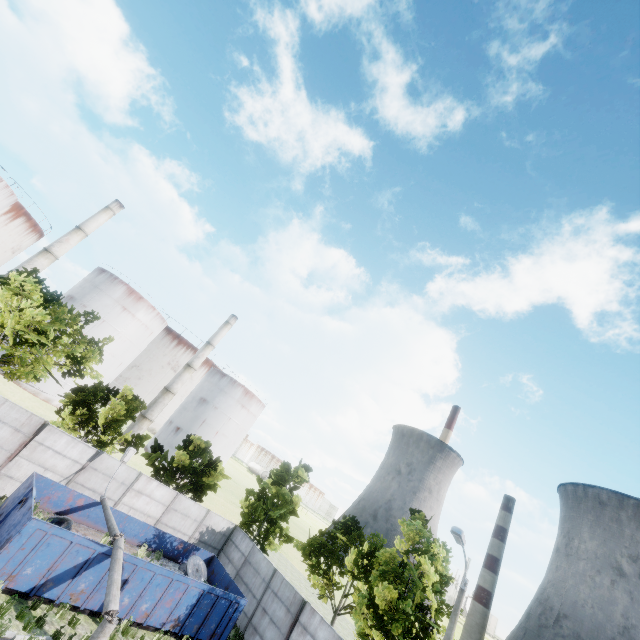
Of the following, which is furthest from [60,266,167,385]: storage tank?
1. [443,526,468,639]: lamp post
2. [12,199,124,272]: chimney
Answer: [443,526,468,639]: lamp post

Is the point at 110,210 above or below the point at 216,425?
above

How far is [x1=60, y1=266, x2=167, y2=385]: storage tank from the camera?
43.31m

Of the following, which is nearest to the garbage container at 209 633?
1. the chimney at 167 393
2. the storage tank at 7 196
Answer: the chimney at 167 393

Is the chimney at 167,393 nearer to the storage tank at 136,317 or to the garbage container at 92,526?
the storage tank at 136,317

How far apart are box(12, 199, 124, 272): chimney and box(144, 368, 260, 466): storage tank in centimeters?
2855cm

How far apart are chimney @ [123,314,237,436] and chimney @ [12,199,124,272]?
21.63m

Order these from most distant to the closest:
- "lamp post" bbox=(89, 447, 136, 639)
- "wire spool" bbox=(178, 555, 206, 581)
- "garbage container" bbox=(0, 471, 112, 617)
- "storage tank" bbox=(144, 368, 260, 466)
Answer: "storage tank" bbox=(144, 368, 260, 466) → "wire spool" bbox=(178, 555, 206, 581) → "garbage container" bbox=(0, 471, 112, 617) → "lamp post" bbox=(89, 447, 136, 639)
